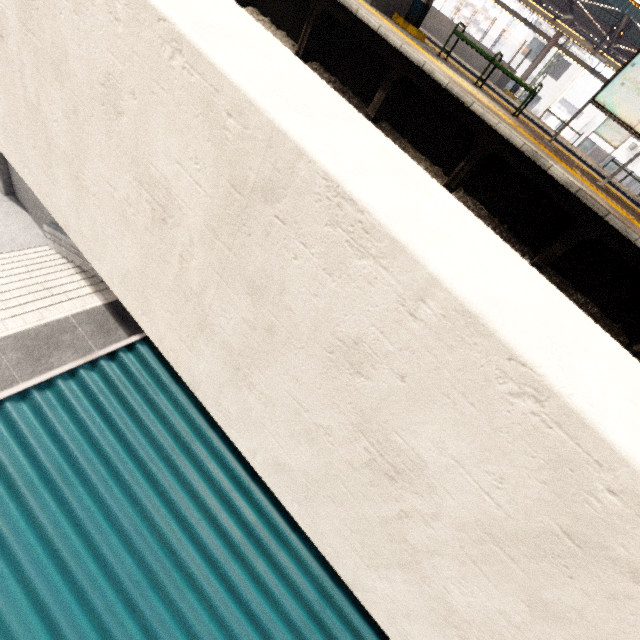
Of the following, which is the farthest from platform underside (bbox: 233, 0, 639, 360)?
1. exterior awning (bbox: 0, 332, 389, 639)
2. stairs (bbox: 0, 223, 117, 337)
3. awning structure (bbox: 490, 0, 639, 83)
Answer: awning structure (bbox: 490, 0, 639, 83)

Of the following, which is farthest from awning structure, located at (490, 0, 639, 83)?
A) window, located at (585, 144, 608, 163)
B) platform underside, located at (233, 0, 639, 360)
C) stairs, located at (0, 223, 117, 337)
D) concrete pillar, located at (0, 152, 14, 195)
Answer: stairs, located at (0, 223, 117, 337)

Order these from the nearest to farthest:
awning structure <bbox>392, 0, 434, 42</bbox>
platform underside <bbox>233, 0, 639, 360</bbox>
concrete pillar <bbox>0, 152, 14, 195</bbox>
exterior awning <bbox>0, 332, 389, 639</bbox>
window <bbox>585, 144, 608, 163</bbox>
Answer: exterior awning <bbox>0, 332, 389, 639</bbox> < platform underside <bbox>233, 0, 639, 360</bbox> < awning structure <bbox>392, 0, 434, 42</bbox> < concrete pillar <bbox>0, 152, 14, 195</bbox> < window <bbox>585, 144, 608, 163</bbox>

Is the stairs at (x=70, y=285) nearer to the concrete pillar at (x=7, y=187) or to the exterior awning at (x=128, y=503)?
the concrete pillar at (x=7, y=187)

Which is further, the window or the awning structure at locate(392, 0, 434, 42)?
the window

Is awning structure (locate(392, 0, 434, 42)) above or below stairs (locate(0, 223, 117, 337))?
above

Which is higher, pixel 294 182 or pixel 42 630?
pixel 294 182

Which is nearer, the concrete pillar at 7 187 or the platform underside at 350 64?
the platform underside at 350 64
